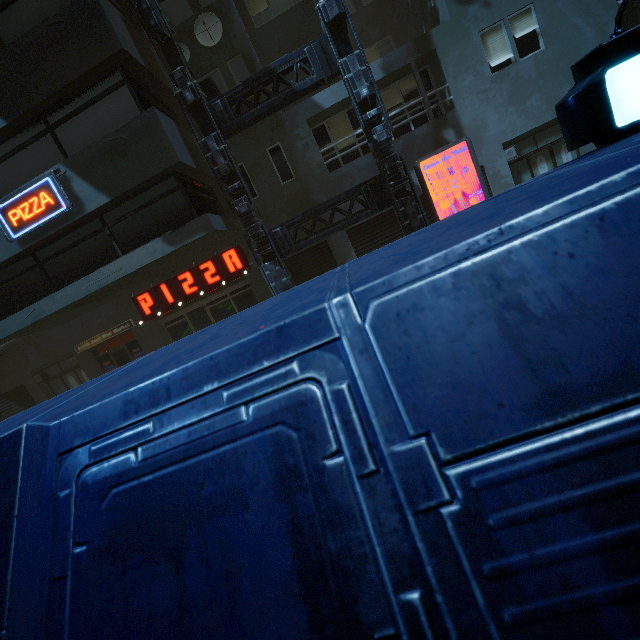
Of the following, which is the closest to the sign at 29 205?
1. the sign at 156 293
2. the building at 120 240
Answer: the building at 120 240

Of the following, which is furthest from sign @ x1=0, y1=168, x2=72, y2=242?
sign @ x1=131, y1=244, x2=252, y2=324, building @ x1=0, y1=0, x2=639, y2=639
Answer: sign @ x1=131, y1=244, x2=252, y2=324

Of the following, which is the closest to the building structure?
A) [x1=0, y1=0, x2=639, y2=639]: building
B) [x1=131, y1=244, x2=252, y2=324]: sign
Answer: [x1=0, y1=0, x2=639, y2=639]: building

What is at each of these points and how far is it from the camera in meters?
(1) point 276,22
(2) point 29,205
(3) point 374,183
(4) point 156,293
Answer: (1) building, 11.8 m
(2) sign, 9.3 m
(3) building structure, 9.6 m
(4) sign, 12.7 m

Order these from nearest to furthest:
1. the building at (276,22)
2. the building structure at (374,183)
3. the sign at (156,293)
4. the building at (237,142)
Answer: the building structure at (374,183) < the building at (276,22) < the building at (237,142) < the sign at (156,293)

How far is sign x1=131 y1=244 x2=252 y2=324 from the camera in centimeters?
1208cm

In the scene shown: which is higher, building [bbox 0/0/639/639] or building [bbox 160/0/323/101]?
building [bbox 160/0/323/101]

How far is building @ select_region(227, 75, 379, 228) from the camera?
11.09m
